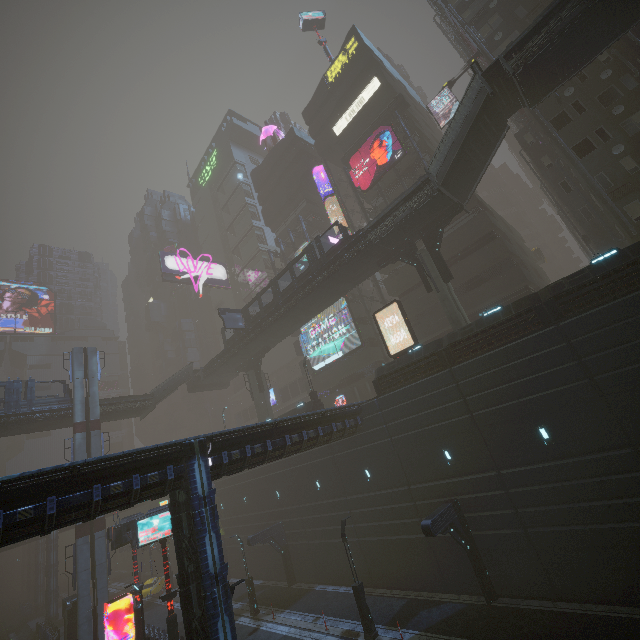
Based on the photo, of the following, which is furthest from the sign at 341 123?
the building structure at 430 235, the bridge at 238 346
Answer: the building structure at 430 235

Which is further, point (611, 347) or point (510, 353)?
point (510, 353)

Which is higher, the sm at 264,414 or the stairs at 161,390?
the stairs at 161,390

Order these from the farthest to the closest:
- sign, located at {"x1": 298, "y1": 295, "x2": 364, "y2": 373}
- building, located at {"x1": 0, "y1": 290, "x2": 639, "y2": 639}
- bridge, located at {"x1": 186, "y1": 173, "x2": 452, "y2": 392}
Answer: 1. sign, located at {"x1": 298, "y1": 295, "x2": 364, "y2": 373}
2. bridge, located at {"x1": 186, "y1": 173, "x2": 452, "y2": 392}
3. building, located at {"x1": 0, "y1": 290, "x2": 639, "y2": 639}

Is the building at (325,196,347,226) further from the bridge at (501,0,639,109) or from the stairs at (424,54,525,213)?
the stairs at (424,54,525,213)

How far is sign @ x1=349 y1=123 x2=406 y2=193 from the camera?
33.81m

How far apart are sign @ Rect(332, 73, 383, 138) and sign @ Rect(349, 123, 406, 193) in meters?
5.6 m

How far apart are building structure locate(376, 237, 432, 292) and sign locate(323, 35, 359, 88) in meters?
30.5
